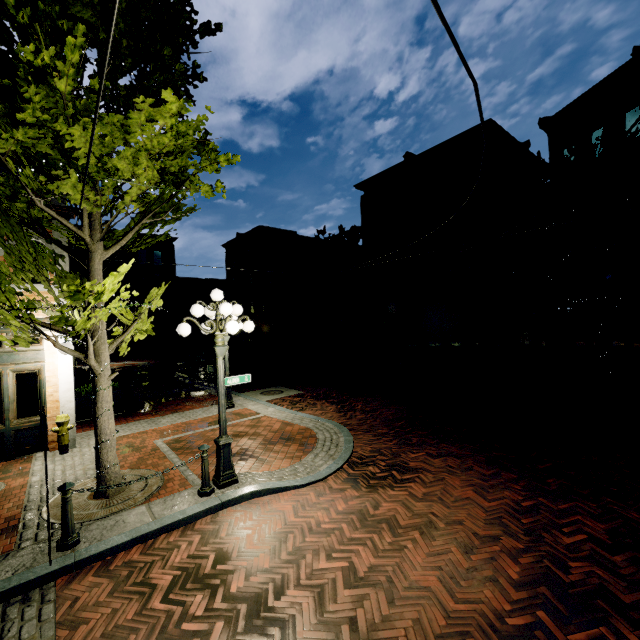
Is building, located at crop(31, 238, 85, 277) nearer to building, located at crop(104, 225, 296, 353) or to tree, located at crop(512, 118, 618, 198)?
tree, located at crop(512, 118, 618, 198)

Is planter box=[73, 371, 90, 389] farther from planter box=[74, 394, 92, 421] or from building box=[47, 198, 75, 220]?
planter box=[74, 394, 92, 421]

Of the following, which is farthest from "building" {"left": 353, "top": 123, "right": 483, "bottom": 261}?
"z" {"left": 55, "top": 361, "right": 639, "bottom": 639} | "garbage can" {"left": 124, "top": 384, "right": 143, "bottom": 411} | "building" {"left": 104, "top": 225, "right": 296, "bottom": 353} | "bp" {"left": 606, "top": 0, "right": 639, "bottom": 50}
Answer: "bp" {"left": 606, "top": 0, "right": 639, "bottom": 50}

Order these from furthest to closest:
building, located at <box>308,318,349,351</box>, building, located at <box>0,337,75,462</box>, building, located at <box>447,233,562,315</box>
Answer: building, located at <box>308,318,349,351</box> < building, located at <box>447,233,562,315</box> < building, located at <box>0,337,75,462</box>

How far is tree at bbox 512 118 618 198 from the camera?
12.0 meters

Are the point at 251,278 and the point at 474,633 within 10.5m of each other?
no

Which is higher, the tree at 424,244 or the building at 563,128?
the building at 563,128

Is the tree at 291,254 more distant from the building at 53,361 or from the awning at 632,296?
the awning at 632,296
